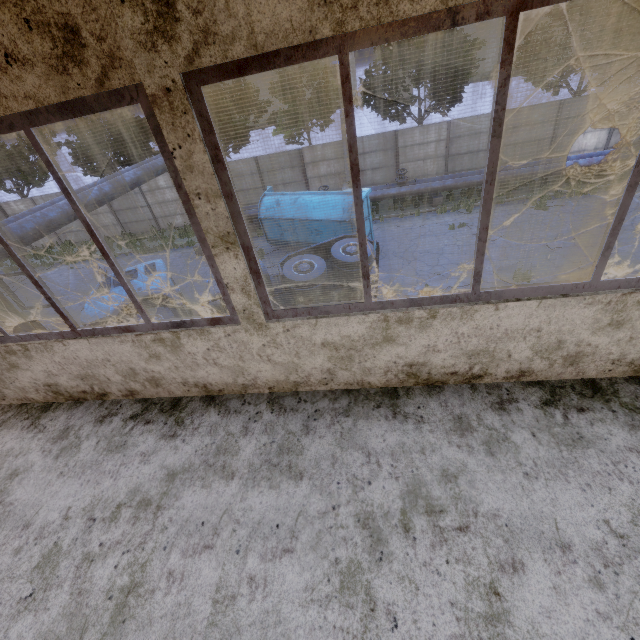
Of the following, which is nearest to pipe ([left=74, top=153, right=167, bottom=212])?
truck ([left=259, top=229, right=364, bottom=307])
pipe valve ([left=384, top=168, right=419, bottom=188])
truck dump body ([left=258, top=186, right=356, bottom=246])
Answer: pipe valve ([left=384, top=168, right=419, bottom=188])

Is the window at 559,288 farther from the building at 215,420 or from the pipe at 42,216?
the pipe at 42,216

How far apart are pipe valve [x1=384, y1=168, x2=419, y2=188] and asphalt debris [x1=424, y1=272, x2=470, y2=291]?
8.29m

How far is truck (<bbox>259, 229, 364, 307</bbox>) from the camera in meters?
9.0

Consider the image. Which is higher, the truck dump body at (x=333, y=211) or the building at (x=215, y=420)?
the building at (x=215, y=420)

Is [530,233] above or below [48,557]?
below

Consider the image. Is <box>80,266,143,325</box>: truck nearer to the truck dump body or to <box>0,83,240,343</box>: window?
the truck dump body

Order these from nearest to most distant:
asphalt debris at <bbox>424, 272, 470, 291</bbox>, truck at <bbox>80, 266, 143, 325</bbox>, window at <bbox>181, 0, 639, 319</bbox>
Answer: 1. window at <bbox>181, 0, 639, 319</bbox>
2. truck at <bbox>80, 266, 143, 325</bbox>
3. asphalt debris at <bbox>424, 272, 470, 291</bbox>
